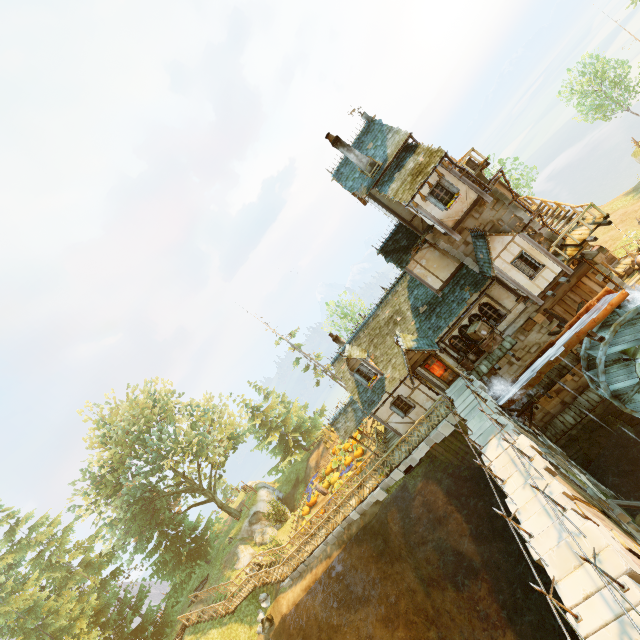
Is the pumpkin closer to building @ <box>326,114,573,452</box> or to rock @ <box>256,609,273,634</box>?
building @ <box>326,114,573,452</box>

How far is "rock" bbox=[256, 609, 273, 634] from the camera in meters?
21.4

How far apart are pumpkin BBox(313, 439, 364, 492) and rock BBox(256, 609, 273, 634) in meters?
9.0

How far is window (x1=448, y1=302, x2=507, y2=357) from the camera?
18.3 meters

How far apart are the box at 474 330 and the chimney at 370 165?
9.99m

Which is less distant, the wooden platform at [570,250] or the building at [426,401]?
the wooden platform at [570,250]

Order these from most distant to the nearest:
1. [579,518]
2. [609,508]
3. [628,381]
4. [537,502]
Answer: [628,381] → [609,508] → [537,502] → [579,518]

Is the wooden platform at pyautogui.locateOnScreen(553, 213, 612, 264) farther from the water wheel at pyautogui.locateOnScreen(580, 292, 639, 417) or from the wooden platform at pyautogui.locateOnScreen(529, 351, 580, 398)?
the wooden platform at pyautogui.locateOnScreen(529, 351, 580, 398)
